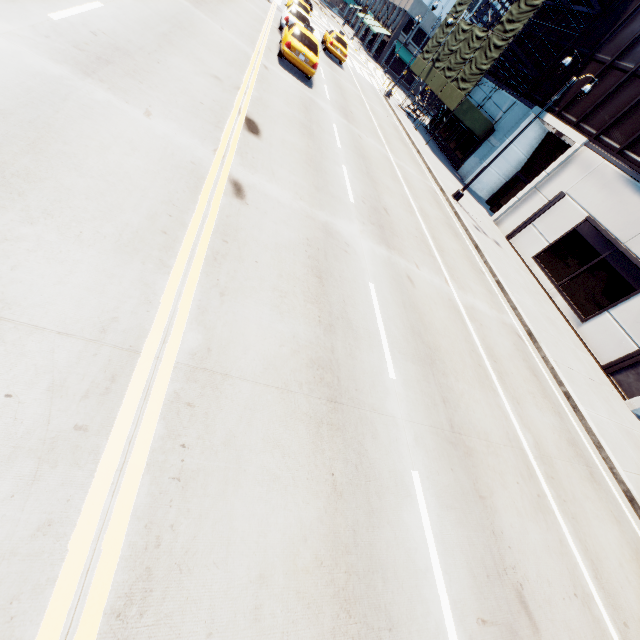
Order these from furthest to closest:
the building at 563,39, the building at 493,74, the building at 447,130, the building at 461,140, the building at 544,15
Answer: the building at 447,130 < the building at 461,140 < the building at 493,74 < the building at 544,15 < the building at 563,39

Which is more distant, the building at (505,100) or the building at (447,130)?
the building at (447,130)

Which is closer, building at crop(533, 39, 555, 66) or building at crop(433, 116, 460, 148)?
building at crop(533, 39, 555, 66)

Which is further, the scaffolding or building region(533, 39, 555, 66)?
building region(533, 39, 555, 66)

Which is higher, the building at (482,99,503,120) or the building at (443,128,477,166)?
the building at (482,99,503,120)

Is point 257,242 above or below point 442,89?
below

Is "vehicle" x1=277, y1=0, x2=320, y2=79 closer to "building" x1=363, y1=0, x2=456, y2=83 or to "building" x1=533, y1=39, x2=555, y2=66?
"building" x1=533, y1=39, x2=555, y2=66

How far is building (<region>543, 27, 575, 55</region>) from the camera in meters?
22.2
